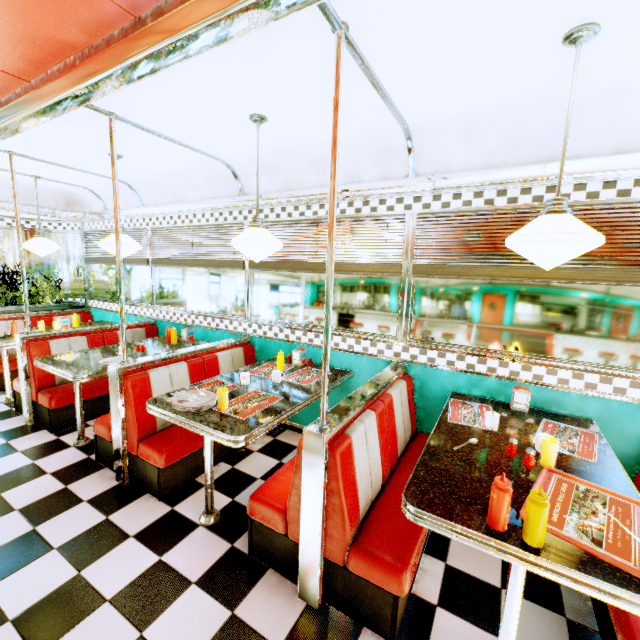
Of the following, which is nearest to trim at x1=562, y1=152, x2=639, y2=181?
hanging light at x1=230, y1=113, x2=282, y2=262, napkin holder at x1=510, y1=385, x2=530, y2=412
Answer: hanging light at x1=230, y1=113, x2=282, y2=262

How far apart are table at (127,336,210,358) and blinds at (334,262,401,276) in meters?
1.2

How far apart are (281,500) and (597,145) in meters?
3.2

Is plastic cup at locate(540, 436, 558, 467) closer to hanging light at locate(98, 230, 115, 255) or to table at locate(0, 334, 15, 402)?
hanging light at locate(98, 230, 115, 255)

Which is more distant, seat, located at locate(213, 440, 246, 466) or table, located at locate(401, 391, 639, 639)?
seat, located at locate(213, 440, 246, 466)

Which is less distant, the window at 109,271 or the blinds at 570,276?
the blinds at 570,276

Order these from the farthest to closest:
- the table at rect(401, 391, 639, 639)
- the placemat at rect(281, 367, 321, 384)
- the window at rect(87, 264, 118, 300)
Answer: the window at rect(87, 264, 118, 300) < the placemat at rect(281, 367, 321, 384) < the table at rect(401, 391, 639, 639)

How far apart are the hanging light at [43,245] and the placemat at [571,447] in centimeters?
602cm
